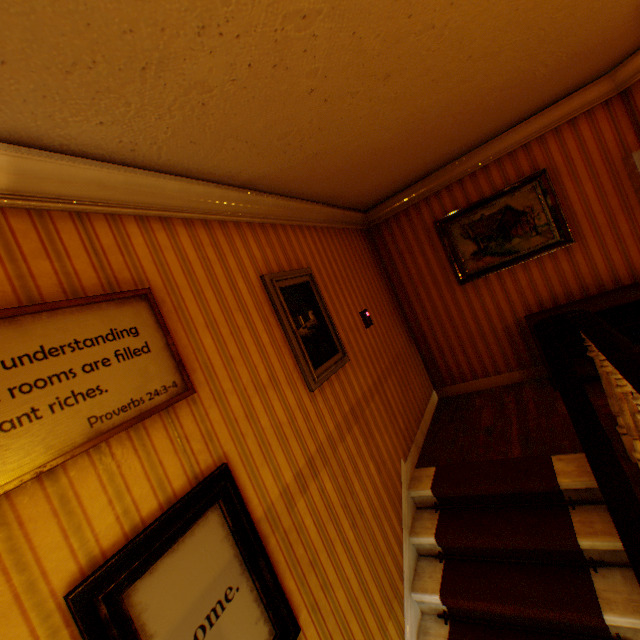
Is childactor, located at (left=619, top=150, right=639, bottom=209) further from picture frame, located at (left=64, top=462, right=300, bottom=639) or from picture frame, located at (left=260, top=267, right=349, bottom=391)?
picture frame, located at (left=64, top=462, right=300, bottom=639)

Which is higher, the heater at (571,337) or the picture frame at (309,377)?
the picture frame at (309,377)

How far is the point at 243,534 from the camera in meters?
1.7

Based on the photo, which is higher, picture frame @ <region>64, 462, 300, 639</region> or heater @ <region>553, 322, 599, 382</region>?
picture frame @ <region>64, 462, 300, 639</region>

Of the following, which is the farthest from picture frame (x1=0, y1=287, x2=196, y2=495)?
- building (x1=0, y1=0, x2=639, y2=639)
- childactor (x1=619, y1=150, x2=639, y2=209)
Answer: childactor (x1=619, y1=150, x2=639, y2=209)

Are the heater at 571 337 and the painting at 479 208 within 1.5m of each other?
yes

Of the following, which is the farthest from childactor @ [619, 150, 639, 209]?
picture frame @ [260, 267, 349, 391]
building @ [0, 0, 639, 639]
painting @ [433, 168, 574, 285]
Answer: picture frame @ [260, 267, 349, 391]

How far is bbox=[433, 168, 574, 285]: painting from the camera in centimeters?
399cm
